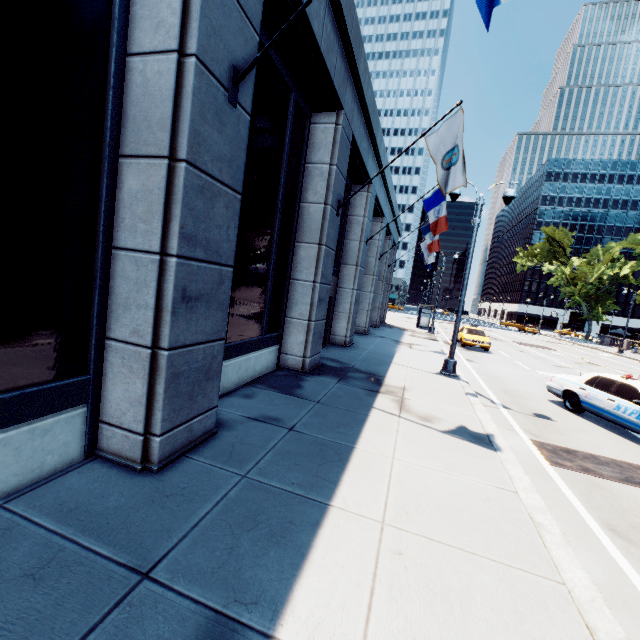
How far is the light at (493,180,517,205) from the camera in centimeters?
1166cm

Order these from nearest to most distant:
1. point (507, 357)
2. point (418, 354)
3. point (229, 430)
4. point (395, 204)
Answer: point (229, 430) < point (418, 354) < point (507, 357) < point (395, 204)

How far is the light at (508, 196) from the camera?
11.7m

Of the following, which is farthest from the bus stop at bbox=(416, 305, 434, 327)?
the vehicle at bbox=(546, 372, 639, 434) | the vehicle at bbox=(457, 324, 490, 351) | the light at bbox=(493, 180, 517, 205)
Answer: the vehicle at bbox=(546, 372, 639, 434)

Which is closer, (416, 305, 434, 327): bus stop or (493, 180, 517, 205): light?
(493, 180, 517, 205): light

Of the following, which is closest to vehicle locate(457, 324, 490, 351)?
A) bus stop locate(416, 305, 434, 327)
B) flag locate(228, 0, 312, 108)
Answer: bus stop locate(416, 305, 434, 327)

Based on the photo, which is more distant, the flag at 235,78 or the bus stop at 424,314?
the bus stop at 424,314

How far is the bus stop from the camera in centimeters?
3256cm
